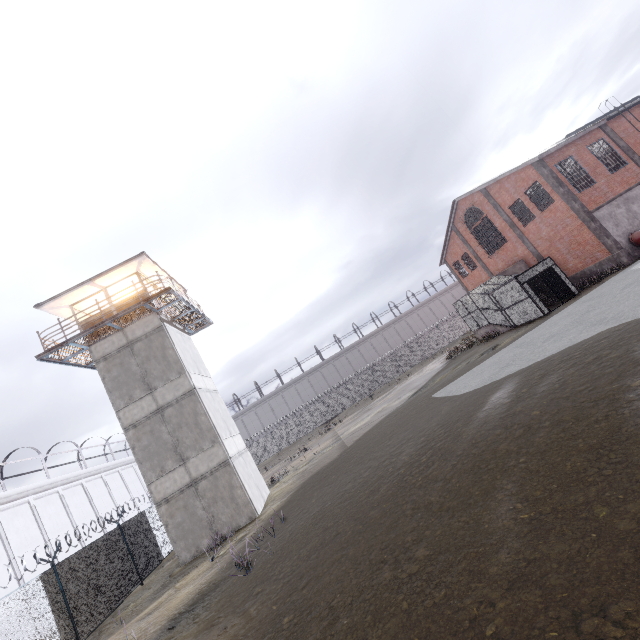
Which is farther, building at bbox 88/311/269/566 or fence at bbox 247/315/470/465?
fence at bbox 247/315/470/465

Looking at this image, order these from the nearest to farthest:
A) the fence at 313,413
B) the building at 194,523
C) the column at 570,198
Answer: the building at 194,523 → the column at 570,198 → the fence at 313,413

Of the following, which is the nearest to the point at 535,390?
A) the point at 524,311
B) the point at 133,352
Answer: the point at 524,311

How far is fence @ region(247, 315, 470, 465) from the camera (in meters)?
42.62

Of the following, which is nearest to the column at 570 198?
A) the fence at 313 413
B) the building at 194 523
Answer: the building at 194 523

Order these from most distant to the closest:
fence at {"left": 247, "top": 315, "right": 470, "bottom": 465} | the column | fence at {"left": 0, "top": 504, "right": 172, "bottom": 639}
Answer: fence at {"left": 247, "top": 315, "right": 470, "bottom": 465} < the column < fence at {"left": 0, "top": 504, "right": 172, "bottom": 639}

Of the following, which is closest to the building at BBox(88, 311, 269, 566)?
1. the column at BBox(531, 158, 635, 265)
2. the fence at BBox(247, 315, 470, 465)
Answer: the fence at BBox(247, 315, 470, 465)

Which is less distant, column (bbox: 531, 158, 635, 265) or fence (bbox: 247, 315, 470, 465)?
column (bbox: 531, 158, 635, 265)
